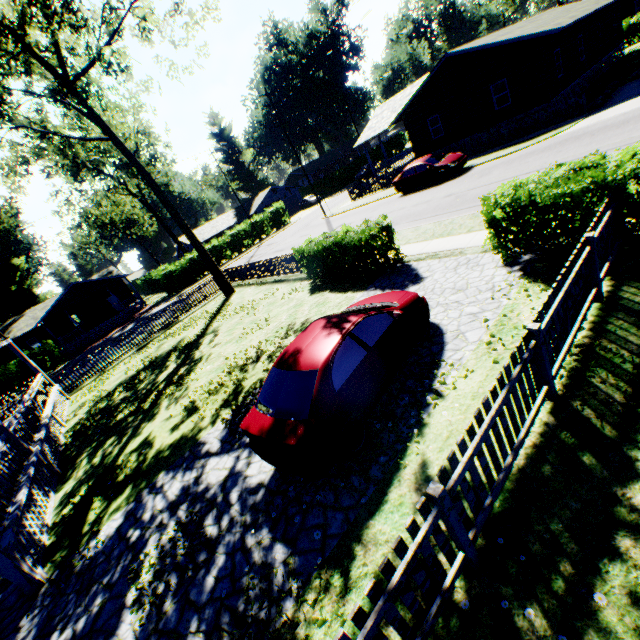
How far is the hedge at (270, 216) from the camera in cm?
4378

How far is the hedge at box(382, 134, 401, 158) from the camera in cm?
5759

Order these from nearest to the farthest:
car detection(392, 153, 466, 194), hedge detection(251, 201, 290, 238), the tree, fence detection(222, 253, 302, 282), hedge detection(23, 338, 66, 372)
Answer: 1. the tree
2. fence detection(222, 253, 302, 282)
3. car detection(392, 153, 466, 194)
4. hedge detection(23, 338, 66, 372)
5. hedge detection(251, 201, 290, 238)

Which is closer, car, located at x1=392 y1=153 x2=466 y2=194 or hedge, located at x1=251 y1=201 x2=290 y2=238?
car, located at x1=392 y1=153 x2=466 y2=194

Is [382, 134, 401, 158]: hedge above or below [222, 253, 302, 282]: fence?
above

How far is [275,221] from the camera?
45.16m

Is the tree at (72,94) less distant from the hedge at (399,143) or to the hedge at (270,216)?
the hedge at (270,216)

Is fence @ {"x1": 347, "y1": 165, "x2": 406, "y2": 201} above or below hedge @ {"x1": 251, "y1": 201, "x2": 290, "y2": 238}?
below
